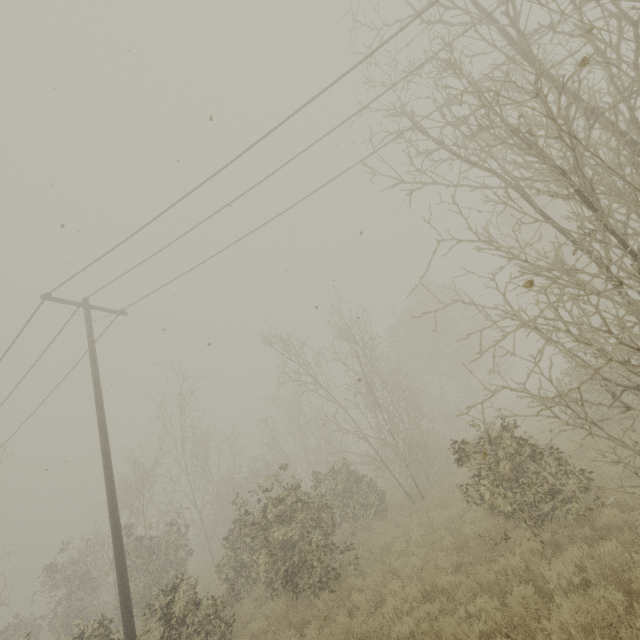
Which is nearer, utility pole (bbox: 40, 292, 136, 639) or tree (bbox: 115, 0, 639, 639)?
tree (bbox: 115, 0, 639, 639)

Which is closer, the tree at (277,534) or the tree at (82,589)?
the tree at (277,534)

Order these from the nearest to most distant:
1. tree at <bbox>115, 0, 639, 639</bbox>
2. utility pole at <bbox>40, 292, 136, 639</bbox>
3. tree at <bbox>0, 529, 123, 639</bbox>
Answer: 1. tree at <bbox>115, 0, 639, 639</bbox>
2. utility pole at <bbox>40, 292, 136, 639</bbox>
3. tree at <bbox>0, 529, 123, 639</bbox>

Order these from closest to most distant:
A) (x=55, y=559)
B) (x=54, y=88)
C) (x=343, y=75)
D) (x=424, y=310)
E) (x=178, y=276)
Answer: (x=54, y=88), (x=343, y=75), (x=178, y=276), (x=55, y=559), (x=424, y=310)

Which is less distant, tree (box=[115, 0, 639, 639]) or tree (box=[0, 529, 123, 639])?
tree (box=[115, 0, 639, 639])

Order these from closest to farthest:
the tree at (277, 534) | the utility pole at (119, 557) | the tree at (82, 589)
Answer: the tree at (277, 534) < the utility pole at (119, 557) < the tree at (82, 589)
